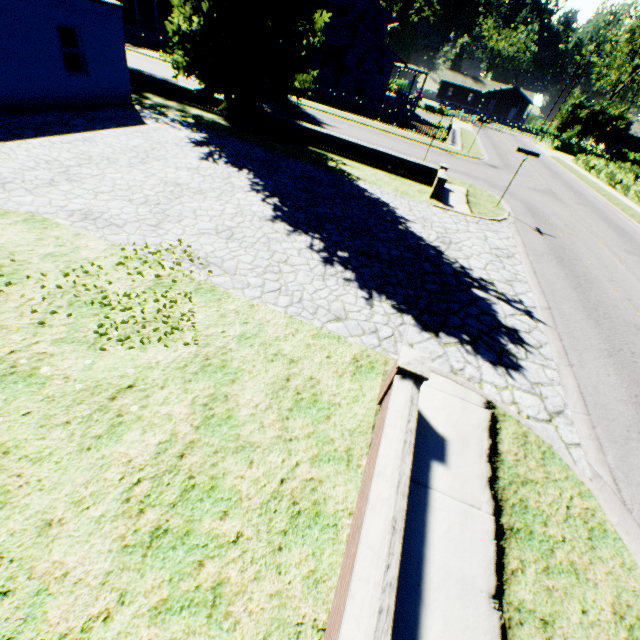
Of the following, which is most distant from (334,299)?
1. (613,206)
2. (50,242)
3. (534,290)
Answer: (613,206)

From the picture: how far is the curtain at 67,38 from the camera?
11.99m

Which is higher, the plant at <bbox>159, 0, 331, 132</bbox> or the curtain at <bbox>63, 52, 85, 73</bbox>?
the plant at <bbox>159, 0, 331, 132</bbox>

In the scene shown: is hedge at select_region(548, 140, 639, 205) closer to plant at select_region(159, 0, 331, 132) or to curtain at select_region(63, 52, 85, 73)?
plant at select_region(159, 0, 331, 132)

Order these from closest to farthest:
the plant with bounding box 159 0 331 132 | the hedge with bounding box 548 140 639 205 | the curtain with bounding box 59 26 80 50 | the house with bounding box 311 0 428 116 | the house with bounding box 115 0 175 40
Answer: the curtain with bounding box 59 26 80 50
the plant with bounding box 159 0 331 132
the hedge with bounding box 548 140 639 205
the house with bounding box 311 0 428 116
the house with bounding box 115 0 175 40

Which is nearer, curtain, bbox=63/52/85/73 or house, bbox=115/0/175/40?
curtain, bbox=63/52/85/73

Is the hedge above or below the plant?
below
